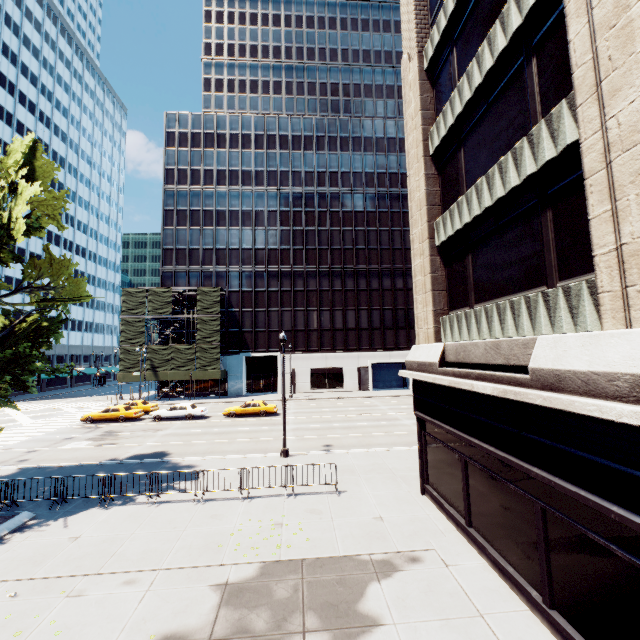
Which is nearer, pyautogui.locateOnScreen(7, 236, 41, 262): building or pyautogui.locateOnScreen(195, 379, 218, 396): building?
pyautogui.locateOnScreen(195, 379, 218, 396): building

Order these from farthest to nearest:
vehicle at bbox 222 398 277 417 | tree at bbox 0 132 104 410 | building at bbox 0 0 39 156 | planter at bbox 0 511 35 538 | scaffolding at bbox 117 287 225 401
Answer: building at bbox 0 0 39 156 → scaffolding at bbox 117 287 225 401 → vehicle at bbox 222 398 277 417 → tree at bbox 0 132 104 410 → planter at bbox 0 511 35 538

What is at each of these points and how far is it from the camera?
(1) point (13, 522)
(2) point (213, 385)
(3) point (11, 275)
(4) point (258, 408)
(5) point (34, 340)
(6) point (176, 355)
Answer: (1) planter, 11.44m
(2) building, 47.69m
(3) building, 53.53m
(4) vehicle, 31.45m
(5) tree, 15.77m
(6) scaffolding, 43.97m

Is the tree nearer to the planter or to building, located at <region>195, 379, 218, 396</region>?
the planter

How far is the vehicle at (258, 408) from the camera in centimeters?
3128cm

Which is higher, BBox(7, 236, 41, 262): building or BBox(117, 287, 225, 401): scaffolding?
BBox(7, 236, 41, 262): building

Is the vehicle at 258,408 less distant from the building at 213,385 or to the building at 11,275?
the building at 213,385

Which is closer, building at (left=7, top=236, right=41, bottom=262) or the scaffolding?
the scaffolding
